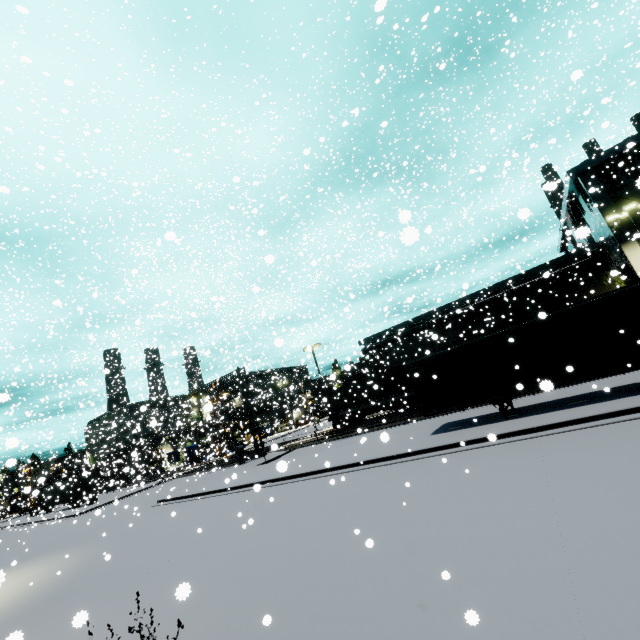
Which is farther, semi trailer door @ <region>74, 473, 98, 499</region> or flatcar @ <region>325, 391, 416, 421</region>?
semi trailer door @ <region>74, 473, 98, 499</region>

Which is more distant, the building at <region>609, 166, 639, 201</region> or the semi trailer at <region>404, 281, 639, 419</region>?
the building at <region>609, 166, 639, 201</region>

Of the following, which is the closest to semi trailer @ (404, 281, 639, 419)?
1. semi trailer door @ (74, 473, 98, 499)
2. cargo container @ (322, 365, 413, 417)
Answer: semi trailer door @ (74, 473, 98, 499)

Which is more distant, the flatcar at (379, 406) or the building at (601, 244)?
the flatcar at (379, 406)

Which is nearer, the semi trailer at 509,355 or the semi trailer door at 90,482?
the semi trailer at 509,355

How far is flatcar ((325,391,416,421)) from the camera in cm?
2811

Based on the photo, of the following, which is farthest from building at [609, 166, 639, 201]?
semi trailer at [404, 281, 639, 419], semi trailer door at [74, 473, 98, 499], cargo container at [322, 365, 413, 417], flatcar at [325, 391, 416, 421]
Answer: semi trailer door at [74, 473, 98, 499]

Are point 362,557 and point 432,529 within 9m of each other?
yes
